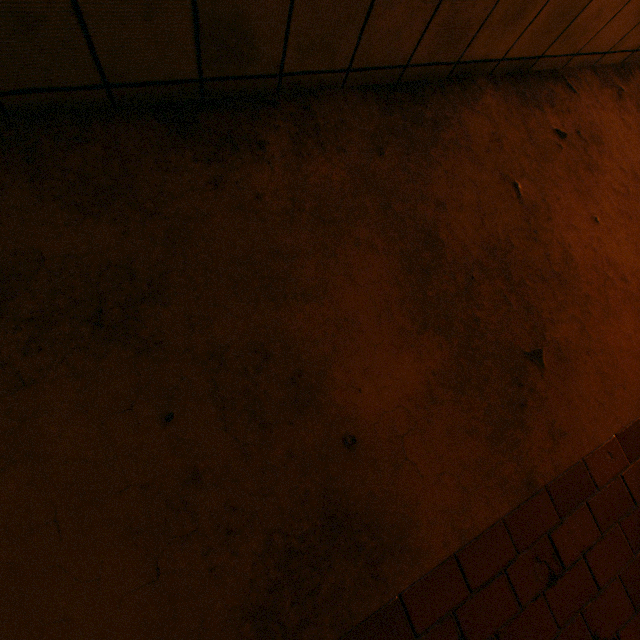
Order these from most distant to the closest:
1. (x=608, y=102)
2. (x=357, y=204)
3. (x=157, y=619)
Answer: (x=608, y=102) → (x=357, y=204) → (x=157, y=619)
